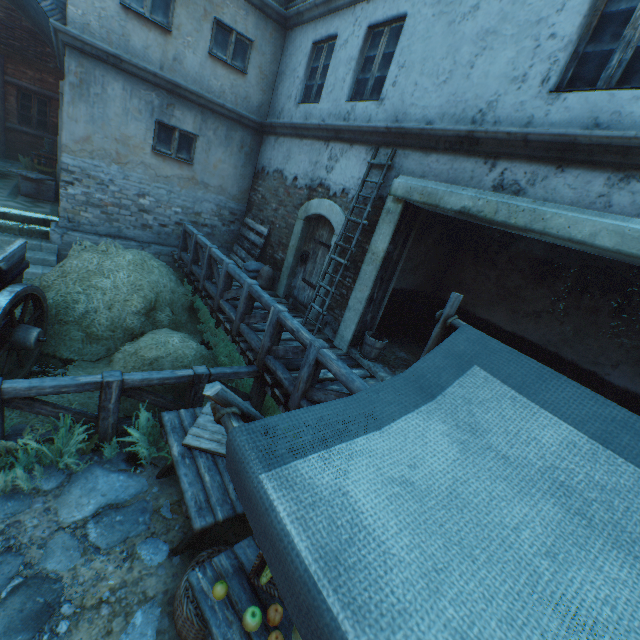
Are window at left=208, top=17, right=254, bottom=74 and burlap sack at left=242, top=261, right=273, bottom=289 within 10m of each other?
yes

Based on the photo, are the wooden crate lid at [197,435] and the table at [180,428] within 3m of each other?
yes

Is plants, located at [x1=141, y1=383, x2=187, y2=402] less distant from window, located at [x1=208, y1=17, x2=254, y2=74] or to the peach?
the peach

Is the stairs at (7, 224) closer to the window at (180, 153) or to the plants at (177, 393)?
the plants at (177, 393)

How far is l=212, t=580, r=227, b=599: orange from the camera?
2.23m

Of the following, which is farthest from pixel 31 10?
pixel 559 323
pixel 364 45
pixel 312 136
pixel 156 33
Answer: pixel 559 323

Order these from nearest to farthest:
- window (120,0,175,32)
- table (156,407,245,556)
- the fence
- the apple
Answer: the apple
table (156,407,245,556)
the fence
window (120,0,175,32)

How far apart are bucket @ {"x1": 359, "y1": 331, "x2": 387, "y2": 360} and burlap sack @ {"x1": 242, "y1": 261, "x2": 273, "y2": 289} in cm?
329
